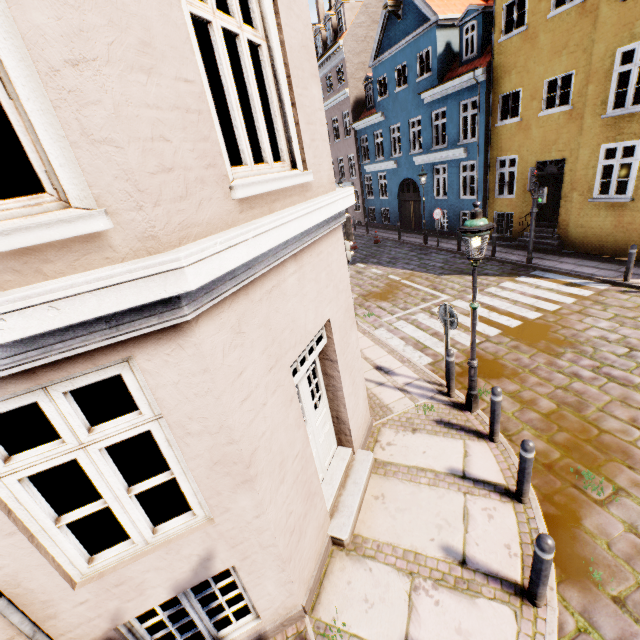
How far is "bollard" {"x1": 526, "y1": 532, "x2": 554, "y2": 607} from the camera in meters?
3.1 m

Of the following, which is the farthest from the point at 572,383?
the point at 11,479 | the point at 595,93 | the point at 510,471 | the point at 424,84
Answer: the point at 424,84

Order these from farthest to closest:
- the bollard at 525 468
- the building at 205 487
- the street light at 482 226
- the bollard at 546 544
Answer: the street light at 482 226 → the bollard at 525 468 → the bollard at 546 544 → the building at 205 487

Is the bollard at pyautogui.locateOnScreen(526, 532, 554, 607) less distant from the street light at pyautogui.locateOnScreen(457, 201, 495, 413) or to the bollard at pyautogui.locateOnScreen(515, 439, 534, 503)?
the bollard at pyautogui.locateOnScreen(515, 439, 534, 503)

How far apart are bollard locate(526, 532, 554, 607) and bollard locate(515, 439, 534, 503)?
1.1 meters

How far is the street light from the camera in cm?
468

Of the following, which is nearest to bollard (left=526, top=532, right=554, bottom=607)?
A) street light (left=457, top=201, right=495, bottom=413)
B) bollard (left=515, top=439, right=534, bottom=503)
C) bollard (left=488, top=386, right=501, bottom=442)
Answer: bollard (left=515, top=439, right=534, bottom=503)

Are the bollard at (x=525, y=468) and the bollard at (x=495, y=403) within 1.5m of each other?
yes
